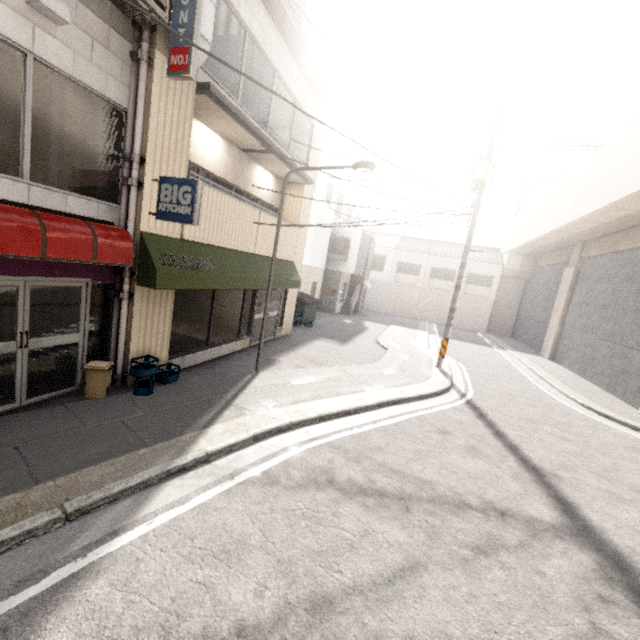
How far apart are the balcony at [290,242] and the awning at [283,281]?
0.0 meters

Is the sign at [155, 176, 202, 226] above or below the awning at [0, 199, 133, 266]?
above

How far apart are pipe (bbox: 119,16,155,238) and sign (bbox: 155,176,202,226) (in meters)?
0.25

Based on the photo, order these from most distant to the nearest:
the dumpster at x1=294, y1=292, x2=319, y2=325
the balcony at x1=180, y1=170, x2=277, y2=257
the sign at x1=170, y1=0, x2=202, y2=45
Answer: → the dumpster at x1=294, y1=292, x2=319, y2=325 < the balcony at x1=180, y1=170, x2=277, y2=257 < the sign at x1=170, y1=0, x2=202, y2=45

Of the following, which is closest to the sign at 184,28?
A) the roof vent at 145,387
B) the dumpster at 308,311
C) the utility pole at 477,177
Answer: the roof vent at 145,387

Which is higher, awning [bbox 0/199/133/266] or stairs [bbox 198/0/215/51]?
stairs [bbox 198/0/215/51]

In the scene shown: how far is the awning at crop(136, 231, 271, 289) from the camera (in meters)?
5.85

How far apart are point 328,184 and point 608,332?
15.87m
